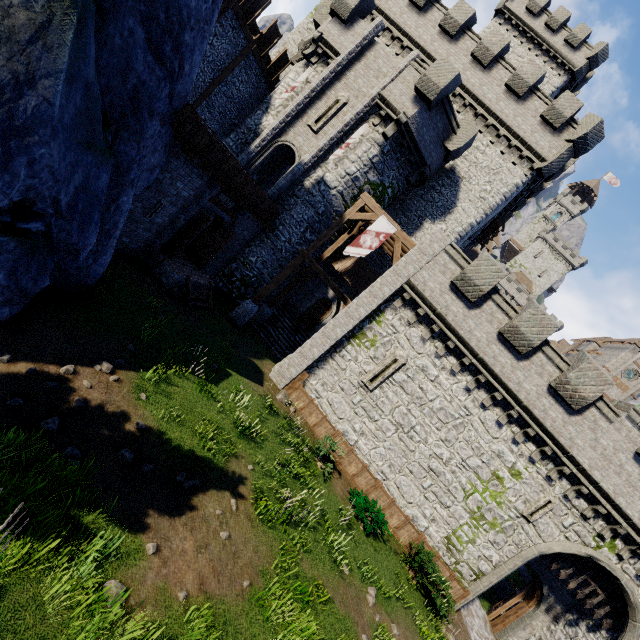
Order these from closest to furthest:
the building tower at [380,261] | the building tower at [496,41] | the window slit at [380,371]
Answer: the window slit at [380,371], the building tower at [496,41], the building tower at [380,261]

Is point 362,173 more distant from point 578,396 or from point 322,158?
point 578,396

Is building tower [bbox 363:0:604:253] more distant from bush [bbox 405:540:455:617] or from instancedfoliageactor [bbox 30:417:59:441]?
instancedfoliageactor [bbox 30:417:59:441]

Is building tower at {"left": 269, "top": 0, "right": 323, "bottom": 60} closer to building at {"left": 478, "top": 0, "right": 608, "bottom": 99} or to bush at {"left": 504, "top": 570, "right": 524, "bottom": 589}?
building at {"left": 478, "top": 0, "right": 608, "bottom": 99}

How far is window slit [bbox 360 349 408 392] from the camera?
15.34m

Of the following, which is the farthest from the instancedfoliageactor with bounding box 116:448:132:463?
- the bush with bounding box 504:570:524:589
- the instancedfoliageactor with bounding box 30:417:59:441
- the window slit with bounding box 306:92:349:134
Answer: the bush with bounding box 504:570:524:589

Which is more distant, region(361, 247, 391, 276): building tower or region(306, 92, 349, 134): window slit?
region(361, 247, 391, 276): building tower

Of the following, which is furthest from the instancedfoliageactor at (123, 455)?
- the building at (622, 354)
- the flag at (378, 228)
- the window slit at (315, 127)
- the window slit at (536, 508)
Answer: the building at (622, 354)
